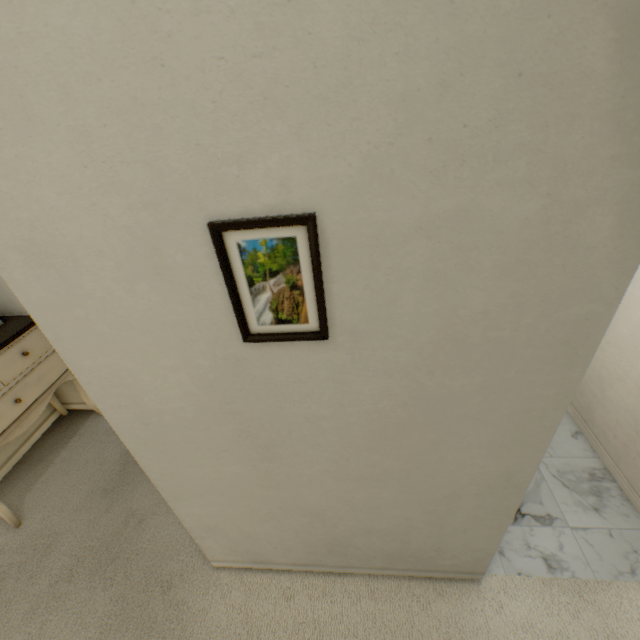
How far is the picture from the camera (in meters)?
0.62

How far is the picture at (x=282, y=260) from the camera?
0.62m

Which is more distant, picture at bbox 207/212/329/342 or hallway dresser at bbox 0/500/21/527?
hallway dresser at bbox 0/500/21/527

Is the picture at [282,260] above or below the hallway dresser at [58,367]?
above

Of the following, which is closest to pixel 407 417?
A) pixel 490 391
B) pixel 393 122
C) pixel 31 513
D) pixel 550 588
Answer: pixel 490 391

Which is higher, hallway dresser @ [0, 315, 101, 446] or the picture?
the picture
